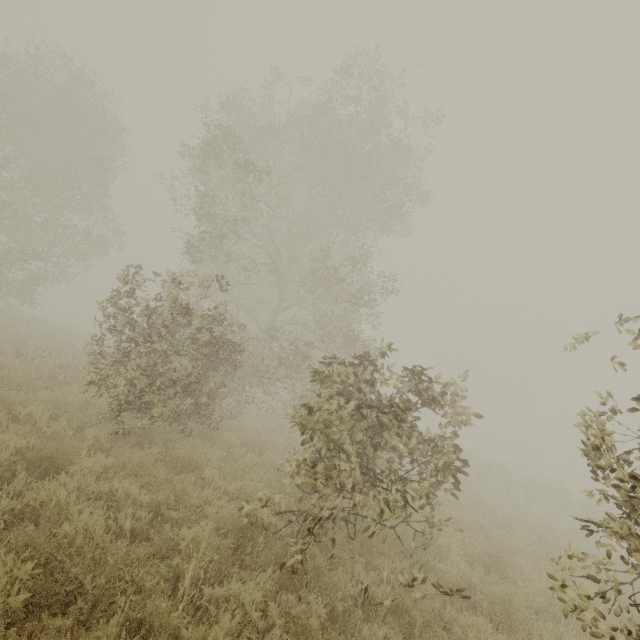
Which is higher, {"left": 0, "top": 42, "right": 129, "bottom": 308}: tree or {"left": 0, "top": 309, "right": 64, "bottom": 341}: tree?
{"left": 0, "top": 42, "right": 129, "bottom": 308}: tree

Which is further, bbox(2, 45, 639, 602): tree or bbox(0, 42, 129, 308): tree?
bbox(0, 42, 129, 308): tree

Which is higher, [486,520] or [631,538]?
[631,538]

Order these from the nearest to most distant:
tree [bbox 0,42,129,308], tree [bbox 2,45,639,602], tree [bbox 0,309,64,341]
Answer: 1. tree [bbox 2,45,639,602]
2. tree [bbox 0,42,129,308]
3. tree [bbox 0,309,64,341]

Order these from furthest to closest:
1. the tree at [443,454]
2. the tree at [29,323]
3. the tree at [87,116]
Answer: the tree at [29,323] → the tree at [87,116] → the tree at [443,454]

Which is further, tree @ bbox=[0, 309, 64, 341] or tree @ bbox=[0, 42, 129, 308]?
tree @ bbox=[0, 309, 64, 341]

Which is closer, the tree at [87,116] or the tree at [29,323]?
the tree at [87,116]
